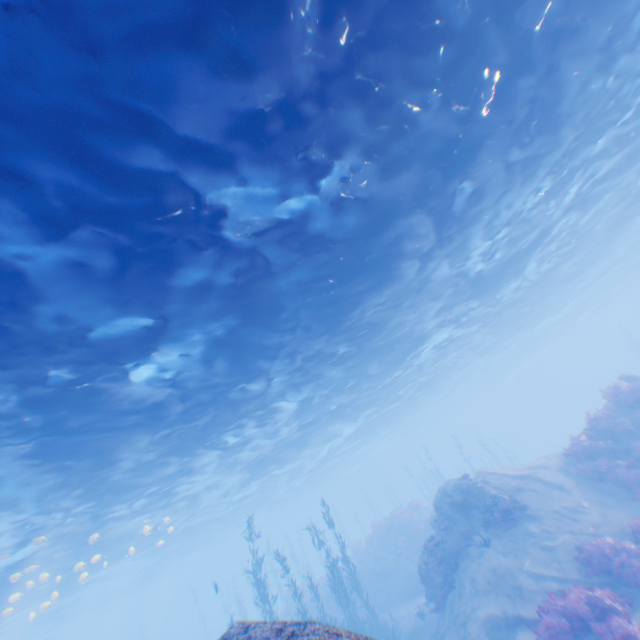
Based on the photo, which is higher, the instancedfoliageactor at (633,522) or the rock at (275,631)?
the rock at (275,631)

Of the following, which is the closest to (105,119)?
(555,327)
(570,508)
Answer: (570,508)

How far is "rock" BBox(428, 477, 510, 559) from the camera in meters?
14.6 m

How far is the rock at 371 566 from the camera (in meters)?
15.46

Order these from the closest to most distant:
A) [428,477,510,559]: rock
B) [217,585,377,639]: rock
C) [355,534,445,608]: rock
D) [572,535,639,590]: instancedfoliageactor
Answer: [217,585,377,639]: rock
[572,535,639,590]: instancedfoliageactor
[428,477,510,559]: rock
[355,534,445,608]: rock

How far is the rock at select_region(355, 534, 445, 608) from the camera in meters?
15.5 m

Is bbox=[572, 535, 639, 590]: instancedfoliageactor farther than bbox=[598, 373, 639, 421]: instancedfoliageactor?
No

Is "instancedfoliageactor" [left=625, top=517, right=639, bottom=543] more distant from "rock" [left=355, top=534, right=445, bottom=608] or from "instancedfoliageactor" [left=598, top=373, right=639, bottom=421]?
"rock" [left=355, top=534, right=445, bottom=608]
